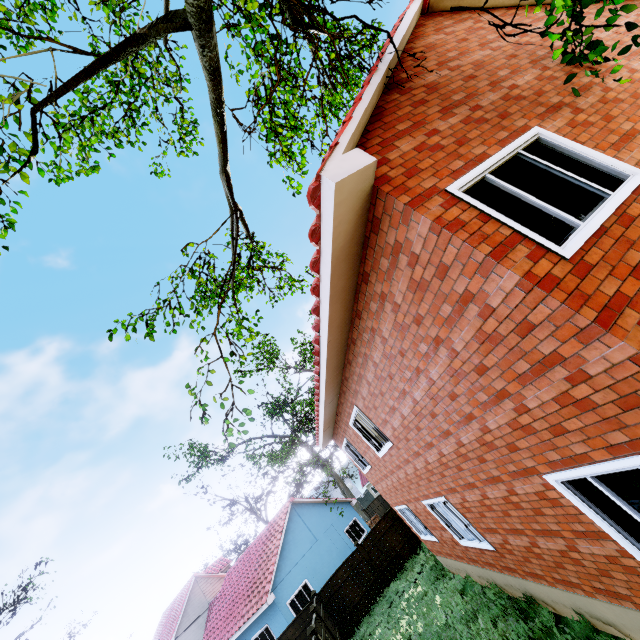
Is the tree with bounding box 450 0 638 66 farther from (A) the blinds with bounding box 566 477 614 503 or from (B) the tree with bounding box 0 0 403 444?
(B) the tree with bounding box 0 0 403 444

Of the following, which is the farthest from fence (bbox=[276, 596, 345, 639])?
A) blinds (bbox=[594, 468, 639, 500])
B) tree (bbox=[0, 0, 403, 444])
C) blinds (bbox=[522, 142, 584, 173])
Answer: blinds (bbox=[522, 142, 584, 173])

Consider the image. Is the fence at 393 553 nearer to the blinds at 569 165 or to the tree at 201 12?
the tree at 201 12

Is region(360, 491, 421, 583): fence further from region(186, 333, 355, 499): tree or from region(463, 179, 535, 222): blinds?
region(463, 179, 535, 222): blinds

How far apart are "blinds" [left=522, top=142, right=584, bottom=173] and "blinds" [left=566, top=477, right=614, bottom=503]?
2.3m

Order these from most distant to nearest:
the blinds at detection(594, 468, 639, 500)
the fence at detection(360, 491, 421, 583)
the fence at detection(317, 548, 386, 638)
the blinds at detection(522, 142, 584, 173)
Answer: the fence at detection(360, 491, 421, 583) < the fence at detection(317, 548, 386, 638) < the blinds at detection(522, 142, 584, 173) < the blinds at detection(594, 468, 639, 500)

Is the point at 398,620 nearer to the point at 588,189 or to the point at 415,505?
the point at 415,505

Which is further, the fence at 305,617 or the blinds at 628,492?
the fence at 305,617
